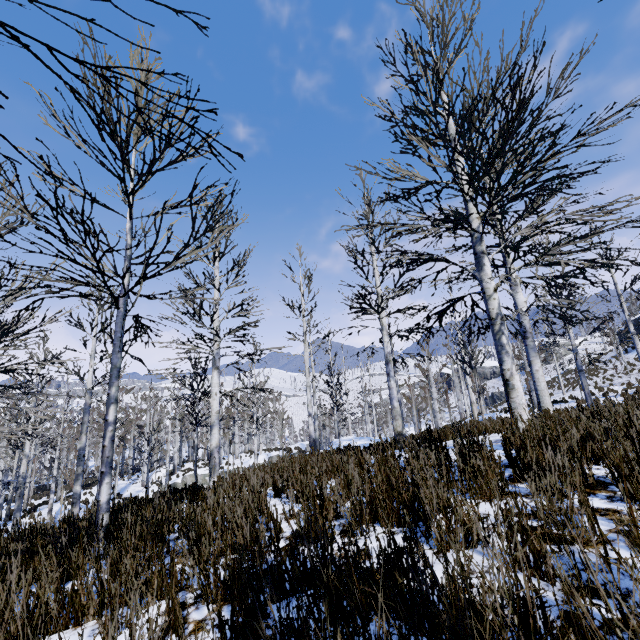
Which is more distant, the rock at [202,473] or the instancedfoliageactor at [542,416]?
the rock at [202,473]

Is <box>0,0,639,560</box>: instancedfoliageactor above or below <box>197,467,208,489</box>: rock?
above

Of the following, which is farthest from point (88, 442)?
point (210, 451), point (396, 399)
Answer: point (396, 399)

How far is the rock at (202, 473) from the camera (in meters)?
25.41

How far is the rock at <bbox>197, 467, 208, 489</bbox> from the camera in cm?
2541

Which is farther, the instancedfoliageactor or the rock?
the rock
